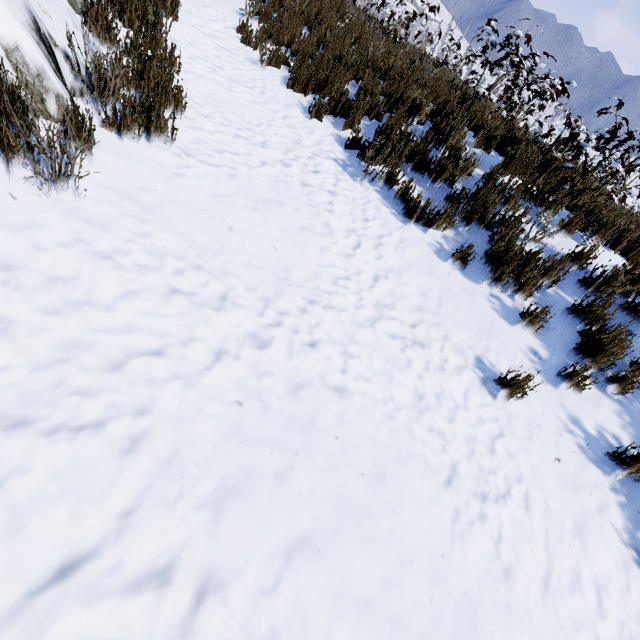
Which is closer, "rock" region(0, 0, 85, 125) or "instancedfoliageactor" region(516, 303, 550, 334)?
"rock" region(0, 0, 85, 125)

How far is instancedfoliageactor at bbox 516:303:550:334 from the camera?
3.4m

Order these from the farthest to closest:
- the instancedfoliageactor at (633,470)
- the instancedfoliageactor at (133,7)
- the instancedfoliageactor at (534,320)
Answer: the instancedfoliageactor at (534,320) < the instancedfoliageactor at (633,470) < the instancedfoliageactor at (133,7)

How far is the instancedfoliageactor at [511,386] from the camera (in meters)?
3.04

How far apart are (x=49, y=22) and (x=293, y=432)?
3.89m

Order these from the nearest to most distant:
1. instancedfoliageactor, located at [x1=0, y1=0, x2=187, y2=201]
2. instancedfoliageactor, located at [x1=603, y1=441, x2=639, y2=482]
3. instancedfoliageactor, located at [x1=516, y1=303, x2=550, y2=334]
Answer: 1. instancedfoliageactor, located at [x1=0, y1=0, x2=187, y2=201]
2. instancedfoliageactor, located at [x1=603, y1=441, x2=639, y2=482]
3. instancedfoliageactor, located at [x1=516, y1=303, x2=550, y2=334]
